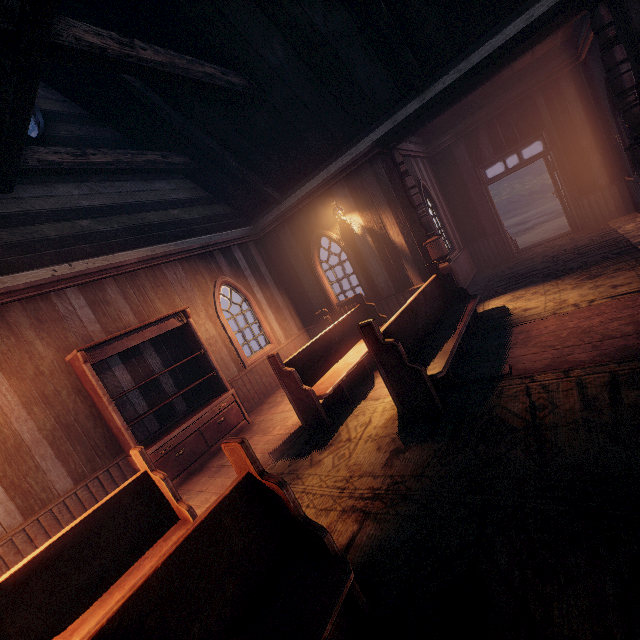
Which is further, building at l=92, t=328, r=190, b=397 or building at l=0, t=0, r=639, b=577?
building at l=92, t=328, r=190, b=397

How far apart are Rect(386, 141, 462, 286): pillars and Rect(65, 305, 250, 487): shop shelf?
4.9 meters

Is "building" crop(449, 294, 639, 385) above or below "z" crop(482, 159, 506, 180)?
below

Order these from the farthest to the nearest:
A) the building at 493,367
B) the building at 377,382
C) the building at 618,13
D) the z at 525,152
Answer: the z at 525,152 < the building at 377,382 < the building at 618,13 < the building at 493,367

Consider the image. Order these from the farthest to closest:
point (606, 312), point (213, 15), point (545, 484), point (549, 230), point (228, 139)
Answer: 1. point (549, 230)
2. point (228, 139)
3. point (213, 15)
4. point (606, 312)
5. point (545, 484)

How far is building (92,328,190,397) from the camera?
5.5 meters

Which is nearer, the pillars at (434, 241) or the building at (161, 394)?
the building at (161, 394)

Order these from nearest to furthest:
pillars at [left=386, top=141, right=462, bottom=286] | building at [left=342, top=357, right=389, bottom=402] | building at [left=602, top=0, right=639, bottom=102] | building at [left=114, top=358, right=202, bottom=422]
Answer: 1. building at [left=602, top=0, right=639, bottom=102]
2. building at [left=342, top=357, right=389, bottom=402]
3. building at [left=114, top=358, right=202, bottom=422]
4. pillars at [left=386, top=141, right=462, bottom=286]
